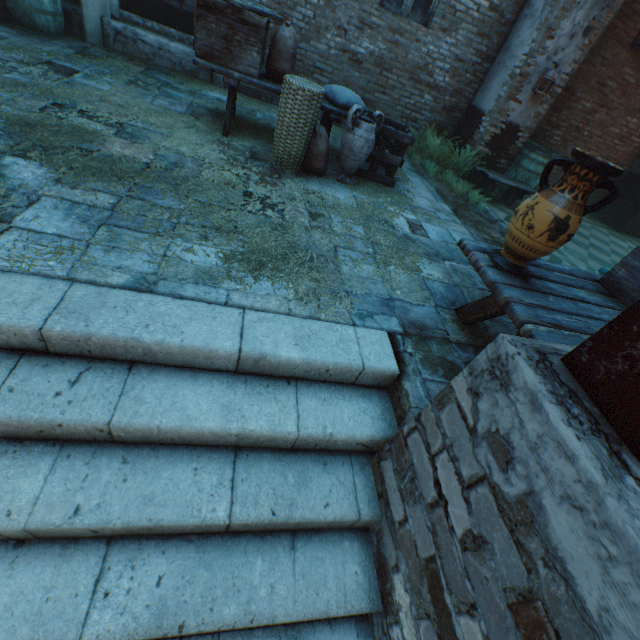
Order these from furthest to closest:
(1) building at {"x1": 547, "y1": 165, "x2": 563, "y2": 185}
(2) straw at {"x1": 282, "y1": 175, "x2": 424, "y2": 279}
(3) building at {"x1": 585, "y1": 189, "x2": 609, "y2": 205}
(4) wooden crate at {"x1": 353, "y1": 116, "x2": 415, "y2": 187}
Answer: (3) building at {"x1": 585, "y1": 189, "x2": 609, "y2": 205}
(1) building at {"x1": 547, "y1": 165, "x2": 563, "y2": 185}
(4) wooden crate at {"x1": 353, "y1": 116, "x2": 415, "y2": 187}
(2) straw at {"x1": 282, "y1": 175, "x2": 424, "y2": 279}

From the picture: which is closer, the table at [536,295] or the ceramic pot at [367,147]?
the table at [536,295]

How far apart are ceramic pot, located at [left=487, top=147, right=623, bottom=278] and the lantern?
5.2m

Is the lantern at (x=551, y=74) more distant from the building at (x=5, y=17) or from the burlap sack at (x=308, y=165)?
the burlap sack at (x=308, y=165)

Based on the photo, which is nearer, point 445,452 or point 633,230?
point 445,452

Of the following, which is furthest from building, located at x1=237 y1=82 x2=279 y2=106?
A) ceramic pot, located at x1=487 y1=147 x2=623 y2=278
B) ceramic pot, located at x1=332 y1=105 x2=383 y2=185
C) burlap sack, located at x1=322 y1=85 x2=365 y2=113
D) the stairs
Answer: ceramic pot, located at x1=332 y1=105 x2=383 y2=185

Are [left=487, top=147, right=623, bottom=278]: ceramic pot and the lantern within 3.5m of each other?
no

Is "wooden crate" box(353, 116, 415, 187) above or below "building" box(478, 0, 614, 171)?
below
